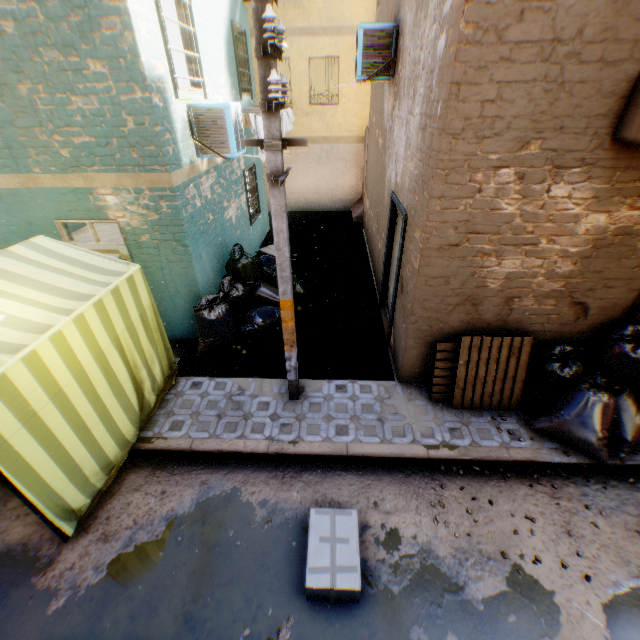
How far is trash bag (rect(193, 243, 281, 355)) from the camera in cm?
596

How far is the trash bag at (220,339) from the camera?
6.0 meters

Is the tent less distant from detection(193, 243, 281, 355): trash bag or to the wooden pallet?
detection(193, 243, 281, 355): trash bag

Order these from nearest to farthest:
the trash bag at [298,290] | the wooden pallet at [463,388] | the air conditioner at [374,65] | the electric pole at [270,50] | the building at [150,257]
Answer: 1. the electric pole at [270,50]
2. the building at [150,257]
3. the wooden pallet at [463,388]
4. the air conditioner at [374,65]
5. the trash bag at [298,290]

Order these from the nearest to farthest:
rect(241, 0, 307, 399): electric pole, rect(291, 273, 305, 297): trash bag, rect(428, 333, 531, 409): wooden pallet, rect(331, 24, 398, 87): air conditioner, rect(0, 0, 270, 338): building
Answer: rect(241, 0, 307, 399): electric pole → rect(0, 0, 270, 338): building → rect(428, 333, 531, 409): wooden pallet → rect(331, 24, 398, 87): air conditioner → rect(291, 273, 305, 297): trash bag

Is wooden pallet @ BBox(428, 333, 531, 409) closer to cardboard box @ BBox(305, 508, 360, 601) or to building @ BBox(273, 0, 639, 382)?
building @ BBox(273, 0, 639, 382)

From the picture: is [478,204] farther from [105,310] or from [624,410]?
[105,310]
